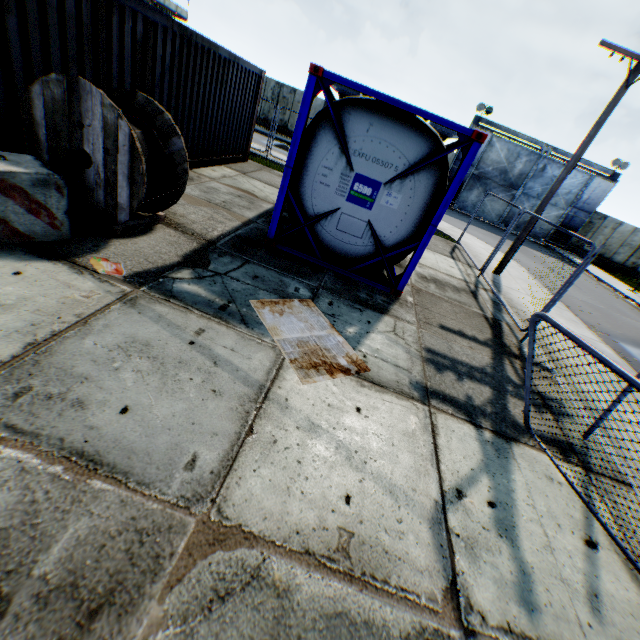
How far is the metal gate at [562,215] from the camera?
23.8m

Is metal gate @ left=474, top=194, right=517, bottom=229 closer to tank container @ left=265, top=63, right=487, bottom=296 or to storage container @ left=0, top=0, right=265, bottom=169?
tank container @ left=265, top=63, right=487, bottom=296

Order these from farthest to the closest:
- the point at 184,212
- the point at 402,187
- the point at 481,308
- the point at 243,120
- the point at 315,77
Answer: the point at 243,120
the point at 481,308
the point at 184,212
the point at 402,187
the point at 315,77

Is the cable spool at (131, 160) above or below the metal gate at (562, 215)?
below

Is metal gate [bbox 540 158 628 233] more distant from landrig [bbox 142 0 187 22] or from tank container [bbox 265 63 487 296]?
landrig [bbox 142 0 187 22]

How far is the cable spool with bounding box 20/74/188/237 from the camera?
4.00m

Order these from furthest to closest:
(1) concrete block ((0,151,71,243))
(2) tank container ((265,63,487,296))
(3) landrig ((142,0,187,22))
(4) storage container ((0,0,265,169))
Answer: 1. (3) landrig ((142,0,187,22))
2. (2) tank container ((265,63,487,296))
3. (4) storage container ((0,0,265,169))
4. (1) concrete block ((0,151,71,243))

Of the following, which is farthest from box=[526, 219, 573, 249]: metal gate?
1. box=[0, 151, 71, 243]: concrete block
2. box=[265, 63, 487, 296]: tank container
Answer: box=[0, 151, 71, 243]: concrete block
